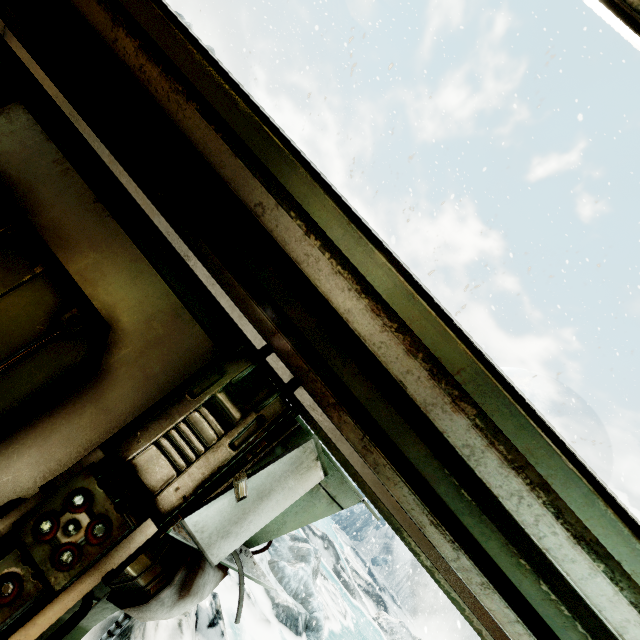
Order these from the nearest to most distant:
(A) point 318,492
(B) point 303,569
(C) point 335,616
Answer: (A) point 318,492 → (B) point 303,569 → (C) point 335,616
